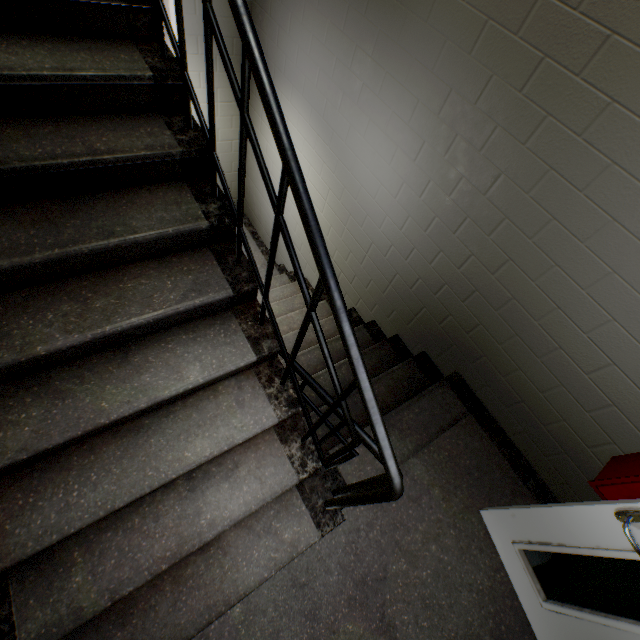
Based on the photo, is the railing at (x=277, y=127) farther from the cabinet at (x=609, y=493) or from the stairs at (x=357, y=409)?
the cabinet at (x=609, y=493)

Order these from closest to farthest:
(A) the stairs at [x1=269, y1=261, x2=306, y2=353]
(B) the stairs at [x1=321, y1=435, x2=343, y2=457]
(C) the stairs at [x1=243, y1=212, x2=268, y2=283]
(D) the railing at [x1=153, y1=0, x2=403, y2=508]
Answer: (D) the railing at [x1=153, y1=0, x2=403, y2=508] < (B) the stairs at [x1=321, y1=435, x2=343, y2=457] < (A) the stairs at [x1=269, y1=261, x2=306, y2=353] < (C) the stairs at [x1=243, y1=212, x2=268, y2=283]

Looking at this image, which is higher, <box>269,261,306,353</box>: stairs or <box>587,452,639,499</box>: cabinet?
<box>587,452,639,499</box>: cabinet

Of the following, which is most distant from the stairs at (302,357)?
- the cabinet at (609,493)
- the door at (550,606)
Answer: the cabinet at (609,493)

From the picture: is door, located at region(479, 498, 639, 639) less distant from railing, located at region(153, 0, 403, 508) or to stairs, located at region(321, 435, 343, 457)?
stairs, located at region(321, 435, 343, 457)

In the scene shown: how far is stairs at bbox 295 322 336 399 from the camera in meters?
2.8 m

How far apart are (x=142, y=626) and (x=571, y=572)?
2.1 meters
